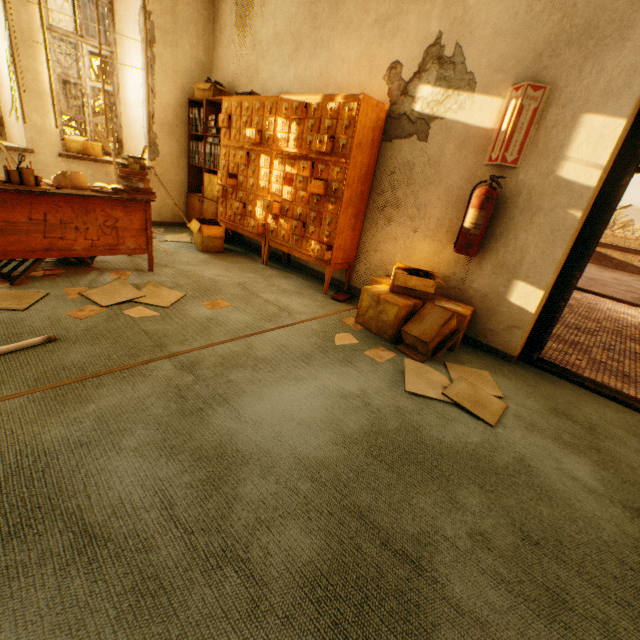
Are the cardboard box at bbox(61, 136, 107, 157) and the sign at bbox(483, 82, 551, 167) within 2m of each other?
no

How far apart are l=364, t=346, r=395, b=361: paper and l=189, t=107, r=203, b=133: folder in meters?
4.1 m

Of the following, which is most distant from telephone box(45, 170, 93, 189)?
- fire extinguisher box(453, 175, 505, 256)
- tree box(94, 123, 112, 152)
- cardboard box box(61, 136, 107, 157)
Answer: tree box(94, 123, 112, 152)

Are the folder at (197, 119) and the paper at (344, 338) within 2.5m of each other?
no

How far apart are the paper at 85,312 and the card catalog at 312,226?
1.9 meters

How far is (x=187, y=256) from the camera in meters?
3.9

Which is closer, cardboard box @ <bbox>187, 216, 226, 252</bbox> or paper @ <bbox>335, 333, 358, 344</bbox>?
paper @ <bbox>335, 333, 358, 344</bbox>

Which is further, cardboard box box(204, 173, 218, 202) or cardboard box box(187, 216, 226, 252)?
cardboard box box(204, 173, 218, 202)
